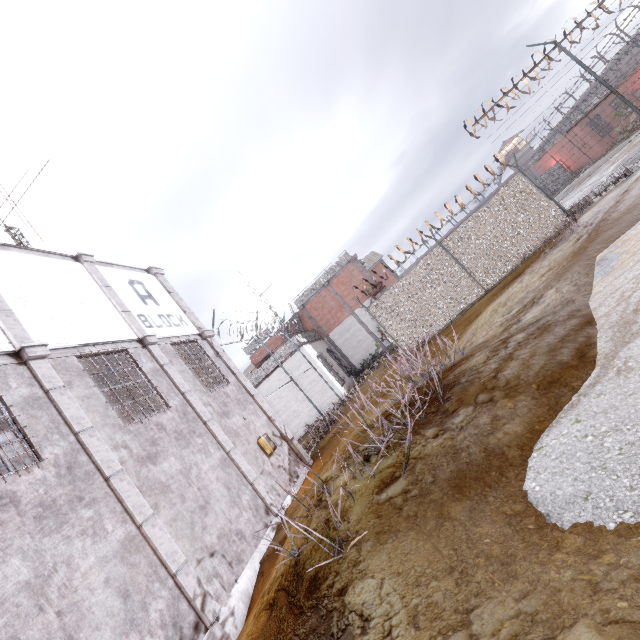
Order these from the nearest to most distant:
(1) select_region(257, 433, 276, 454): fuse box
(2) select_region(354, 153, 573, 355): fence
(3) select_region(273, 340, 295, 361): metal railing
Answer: (1) select_region(257, 433, 276, 454): fuse box, (2) select_region(354, 153, 573, 355): fence, (3) select_region(273, 340, 295, 361): metal railing

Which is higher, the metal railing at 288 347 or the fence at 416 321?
the metal railing at 288 347

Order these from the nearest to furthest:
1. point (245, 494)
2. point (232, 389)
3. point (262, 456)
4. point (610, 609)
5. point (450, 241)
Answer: point (610, 609)
point (245, 494)
point (262, 456)
point (232, 389)
point (450, 241)

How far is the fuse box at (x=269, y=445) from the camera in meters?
9.8 m

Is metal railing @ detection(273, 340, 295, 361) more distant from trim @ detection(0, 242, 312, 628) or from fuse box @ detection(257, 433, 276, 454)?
fuse box @ detection(257, 433, 276, 454)

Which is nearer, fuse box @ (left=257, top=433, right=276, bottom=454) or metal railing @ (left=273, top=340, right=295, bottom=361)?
fuse box @ (left=257, top=433, right=276, bottom=454)

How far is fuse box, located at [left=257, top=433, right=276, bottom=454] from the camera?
9.8m

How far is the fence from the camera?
12.4 meters
